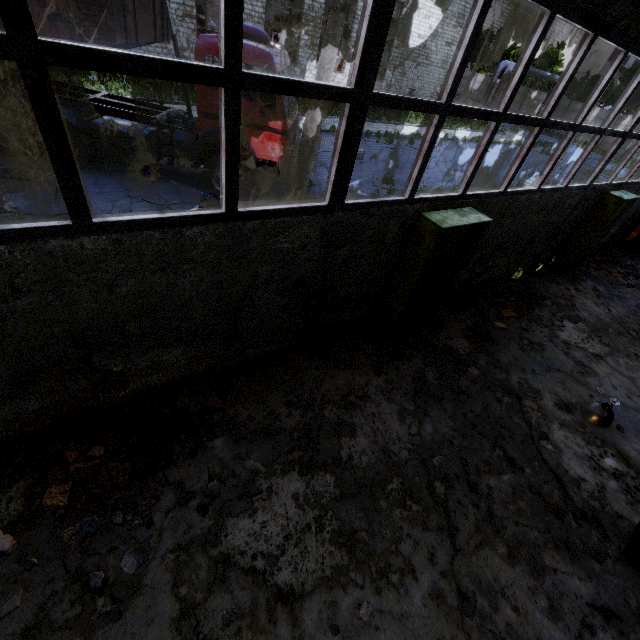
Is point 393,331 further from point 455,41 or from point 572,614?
point 455,41

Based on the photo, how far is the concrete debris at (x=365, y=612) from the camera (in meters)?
3.26

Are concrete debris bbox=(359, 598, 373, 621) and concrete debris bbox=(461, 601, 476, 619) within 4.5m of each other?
yes

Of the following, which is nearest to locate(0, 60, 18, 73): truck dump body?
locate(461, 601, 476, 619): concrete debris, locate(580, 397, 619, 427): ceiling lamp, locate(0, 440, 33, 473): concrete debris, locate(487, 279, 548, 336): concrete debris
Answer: locate(0, 440, 33, 473): concrete debris

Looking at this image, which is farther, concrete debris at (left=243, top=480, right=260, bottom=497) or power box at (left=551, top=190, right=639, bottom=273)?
power box at (left=551, top=190, right=639, bottom=273)

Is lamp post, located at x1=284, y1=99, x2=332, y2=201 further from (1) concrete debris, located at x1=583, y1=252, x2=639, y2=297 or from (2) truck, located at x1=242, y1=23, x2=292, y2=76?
(1) concrete debris, located at x1=583, y1=252, x2=639, y2=297

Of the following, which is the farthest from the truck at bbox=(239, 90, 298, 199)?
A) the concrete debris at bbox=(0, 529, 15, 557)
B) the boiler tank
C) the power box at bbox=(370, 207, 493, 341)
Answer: the boiler tank

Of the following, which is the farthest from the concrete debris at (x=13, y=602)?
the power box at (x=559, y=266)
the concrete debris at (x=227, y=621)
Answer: the power box at (x=559, y=266)
